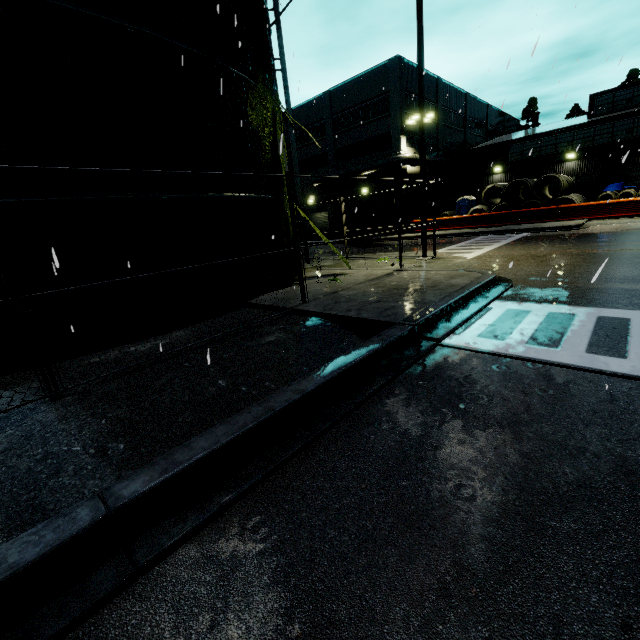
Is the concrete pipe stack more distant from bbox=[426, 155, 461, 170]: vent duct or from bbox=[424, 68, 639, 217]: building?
bbox=[426, 155, 461, 170]: vent duct

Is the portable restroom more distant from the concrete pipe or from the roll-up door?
the roll-up door

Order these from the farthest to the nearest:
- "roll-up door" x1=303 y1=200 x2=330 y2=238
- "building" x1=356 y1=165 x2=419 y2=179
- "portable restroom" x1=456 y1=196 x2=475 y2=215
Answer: "roll-up door" x1=303 y1=200 x2=330 y2=238 < "portable restroom" x1=456 y1=196 x2=475 y2=215 < "building" x1=356 y1=165 x2=419 y2=179

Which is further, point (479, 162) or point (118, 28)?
point (479, 162)

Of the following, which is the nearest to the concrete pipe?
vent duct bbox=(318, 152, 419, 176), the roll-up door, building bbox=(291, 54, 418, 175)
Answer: building bbox=(291, 54, 418, 175)

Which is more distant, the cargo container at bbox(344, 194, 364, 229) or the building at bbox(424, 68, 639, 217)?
the building at bbox(424, 68, 639, 217)

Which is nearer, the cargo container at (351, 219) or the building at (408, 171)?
the cargo container at (351, 219)

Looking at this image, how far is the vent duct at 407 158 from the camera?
29.0m
